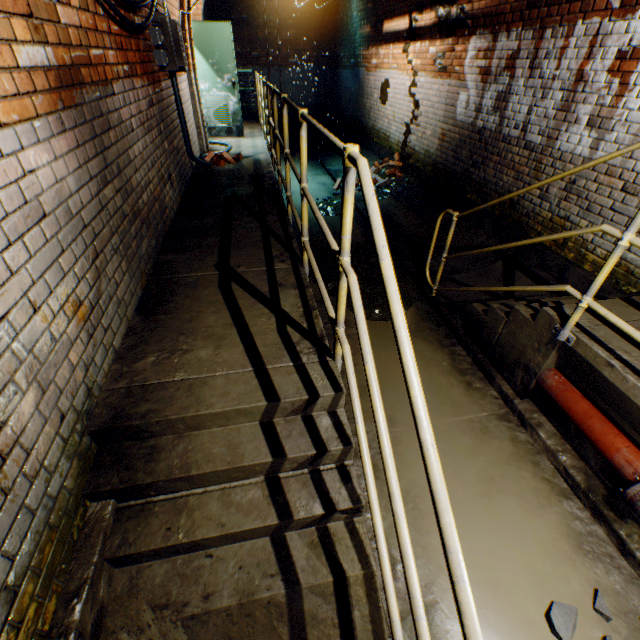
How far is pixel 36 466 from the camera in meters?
1.3 m

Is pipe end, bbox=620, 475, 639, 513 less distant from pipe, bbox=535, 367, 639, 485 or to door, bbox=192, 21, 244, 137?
pipe, bbox=535, 367, 639, 485

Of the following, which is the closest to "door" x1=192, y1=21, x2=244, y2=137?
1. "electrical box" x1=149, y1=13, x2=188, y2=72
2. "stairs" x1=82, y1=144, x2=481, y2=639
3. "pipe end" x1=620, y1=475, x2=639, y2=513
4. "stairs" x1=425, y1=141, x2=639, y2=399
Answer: "electrical box" x1=149, y1=13, x2=188, y2=72

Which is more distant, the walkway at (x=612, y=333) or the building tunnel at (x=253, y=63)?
the building tunnel at (x=253, y=63)

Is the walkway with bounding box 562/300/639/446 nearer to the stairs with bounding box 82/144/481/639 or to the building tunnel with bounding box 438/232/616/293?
the building tunnel with bounding box 438/232/616/293

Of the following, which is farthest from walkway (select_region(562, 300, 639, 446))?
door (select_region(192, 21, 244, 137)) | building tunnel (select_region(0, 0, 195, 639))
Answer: door (select_region(192, 21, 244, 137))

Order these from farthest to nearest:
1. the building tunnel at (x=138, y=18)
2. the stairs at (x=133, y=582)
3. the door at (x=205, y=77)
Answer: the door at (x=205, y=77) → the building tunnel at (x=138, y=18) → the stairs at (x=133, y=582)

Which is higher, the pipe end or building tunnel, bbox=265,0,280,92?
building tunnel, bbox=265,0,280,92
